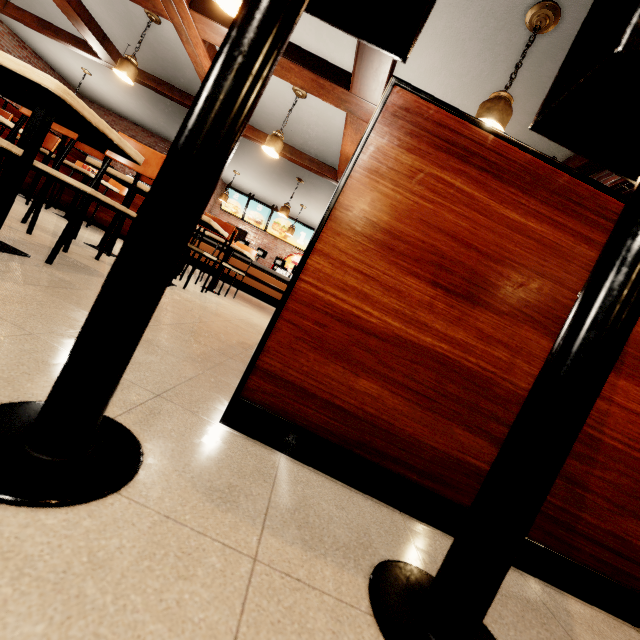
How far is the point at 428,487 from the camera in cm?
102
